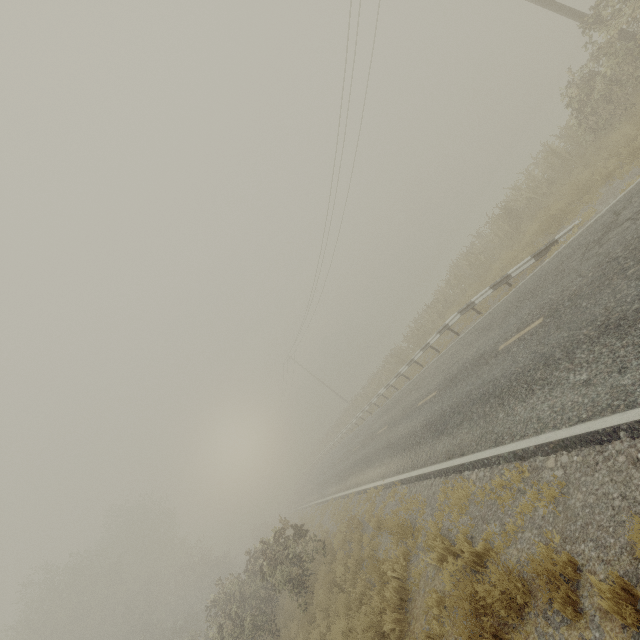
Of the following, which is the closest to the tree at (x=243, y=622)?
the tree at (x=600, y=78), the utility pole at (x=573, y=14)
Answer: the tree at (x=600, y=78)

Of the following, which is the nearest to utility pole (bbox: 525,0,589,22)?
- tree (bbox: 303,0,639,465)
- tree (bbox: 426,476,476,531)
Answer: tree (bbox: 303,0,639,465)

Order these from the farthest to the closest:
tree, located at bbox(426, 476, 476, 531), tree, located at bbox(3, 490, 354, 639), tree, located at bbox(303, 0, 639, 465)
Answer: tree, located at bbox(3, 490, 354, 639), tree, located at bbox(303, 0, 639, 465), tree, located at bbox(426, 476, 476, 531)

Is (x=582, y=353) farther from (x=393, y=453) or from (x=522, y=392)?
(x=393, y=453)

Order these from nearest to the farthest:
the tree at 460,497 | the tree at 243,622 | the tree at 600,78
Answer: the tree at 460,497 → the tree at 600,78 → the tree at 243,622

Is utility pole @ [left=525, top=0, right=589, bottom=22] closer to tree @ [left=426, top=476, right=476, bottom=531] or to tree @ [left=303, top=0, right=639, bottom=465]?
tree @ [left=303, top=0, right=639, bottom=465]

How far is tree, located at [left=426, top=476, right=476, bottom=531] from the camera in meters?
7.1
